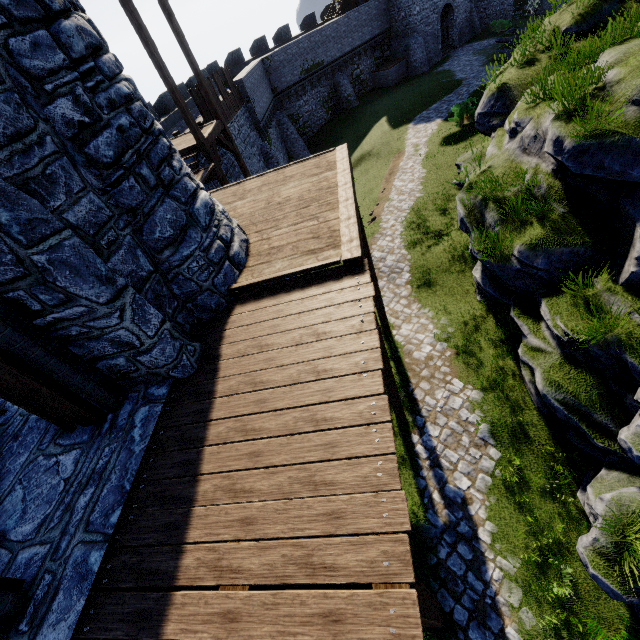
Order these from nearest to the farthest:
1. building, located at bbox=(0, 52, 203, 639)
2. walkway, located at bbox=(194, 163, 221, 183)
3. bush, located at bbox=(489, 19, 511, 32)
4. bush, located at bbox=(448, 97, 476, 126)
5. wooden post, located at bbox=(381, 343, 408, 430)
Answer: building, located at bbox=(0, 52, 203, 639)
wooden post, located at bbox=(381, 343, 408, 430)
walkway, located at bbox=(194, 163, 221, 183)
bush, located at bbox=(448, 97, 476, 126)
bush, located at bbox=(489, 19, 511, 32)

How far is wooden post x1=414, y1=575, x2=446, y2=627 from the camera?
3.21m

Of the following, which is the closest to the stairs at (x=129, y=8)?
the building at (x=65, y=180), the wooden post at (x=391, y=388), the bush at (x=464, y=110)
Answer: the building at (x=65, y=180)

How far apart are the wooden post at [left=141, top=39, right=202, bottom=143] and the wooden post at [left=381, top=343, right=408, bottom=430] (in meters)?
10.00

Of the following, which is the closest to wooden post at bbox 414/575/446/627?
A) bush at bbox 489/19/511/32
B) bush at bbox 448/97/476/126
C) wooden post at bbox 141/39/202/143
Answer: wooden post at bbox 141/39/202/143

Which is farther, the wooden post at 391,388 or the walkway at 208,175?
the walkway at 208,175

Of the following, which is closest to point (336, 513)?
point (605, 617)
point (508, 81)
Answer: point (605, 617)

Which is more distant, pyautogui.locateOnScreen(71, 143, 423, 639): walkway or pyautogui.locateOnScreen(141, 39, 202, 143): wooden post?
pyautogui.locateOnScreen(141, 39, 202, 143): wooden post
